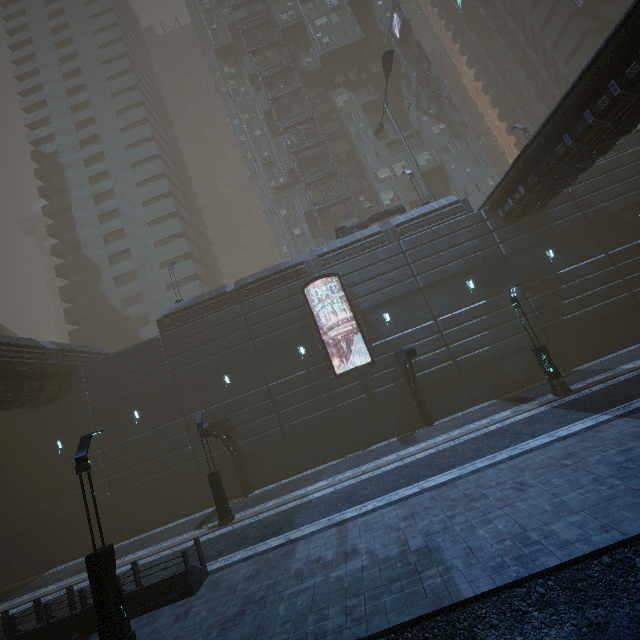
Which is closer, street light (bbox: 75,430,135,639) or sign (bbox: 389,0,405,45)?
street light (bbox: 75,430,135,639)

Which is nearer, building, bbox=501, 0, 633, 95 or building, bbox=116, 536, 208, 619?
building, bbox=116, 536, 208, 619

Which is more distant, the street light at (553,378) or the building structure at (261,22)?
the building structure at (261,22)

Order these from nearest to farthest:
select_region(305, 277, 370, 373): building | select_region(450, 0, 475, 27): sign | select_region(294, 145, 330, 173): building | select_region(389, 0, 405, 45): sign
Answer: select_region(305, 277, 370, 373): building, select_region(389, 0, 405, 45): sign, select_region(294, 145, 330, 173): building, select_region(450, 0, 475, 27): sign

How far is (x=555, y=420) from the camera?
12.58m

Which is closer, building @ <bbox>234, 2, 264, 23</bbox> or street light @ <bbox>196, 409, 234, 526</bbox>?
street light @ <bbox>196, 409, 234, 526</bbox>

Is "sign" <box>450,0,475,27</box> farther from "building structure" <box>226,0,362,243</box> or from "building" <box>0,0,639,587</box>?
"building structure" <box>226,0,362,243</box>

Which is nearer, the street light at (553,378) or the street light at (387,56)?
the street light at (553,378)
